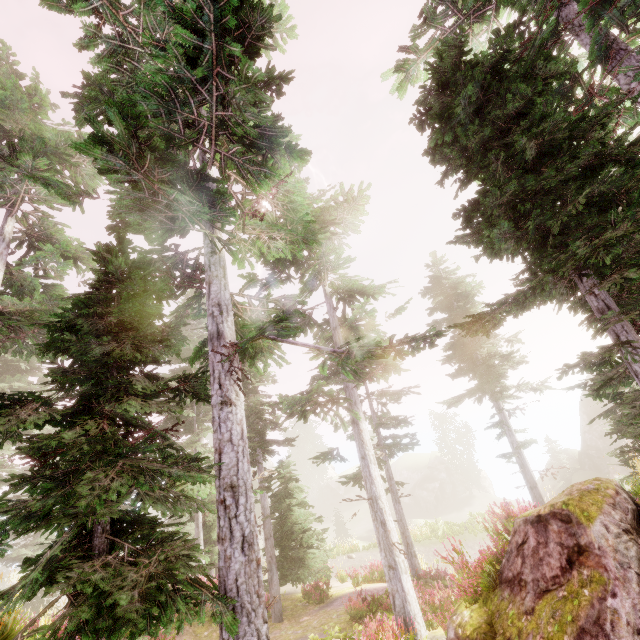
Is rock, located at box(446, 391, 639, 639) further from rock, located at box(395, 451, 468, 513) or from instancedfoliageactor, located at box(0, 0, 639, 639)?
rock, located at box(395, 451, 468, 513)

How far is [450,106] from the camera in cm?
728

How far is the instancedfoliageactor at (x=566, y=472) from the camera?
16.26m

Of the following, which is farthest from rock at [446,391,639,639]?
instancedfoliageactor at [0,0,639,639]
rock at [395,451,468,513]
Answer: rock at [395,451,468,513]

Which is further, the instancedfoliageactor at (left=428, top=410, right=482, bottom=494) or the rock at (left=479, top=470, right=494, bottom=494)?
the rock at (left=479, top=470, right=494, bottom=494)

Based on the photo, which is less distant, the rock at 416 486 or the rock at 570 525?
the rock at 570 525
